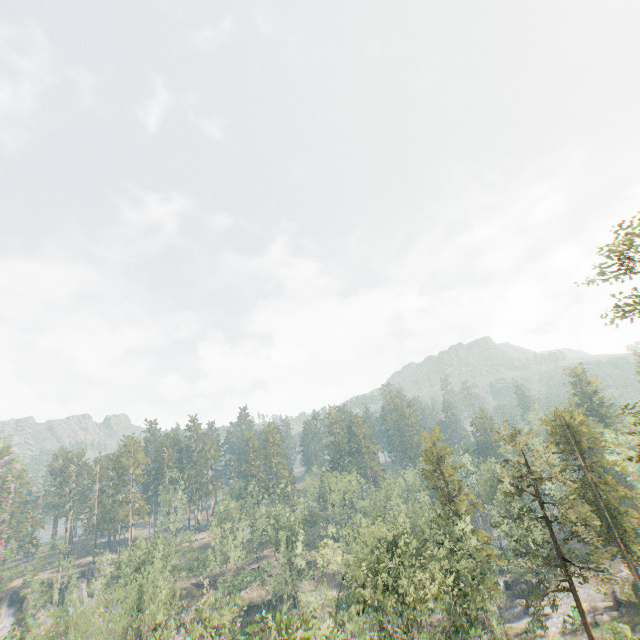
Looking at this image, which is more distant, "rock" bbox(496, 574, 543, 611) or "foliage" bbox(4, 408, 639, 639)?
"rock" bbox(496, 574, 543, 611)

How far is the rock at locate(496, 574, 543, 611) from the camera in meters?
53.3

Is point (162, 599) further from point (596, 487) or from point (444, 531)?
point (596, 487)

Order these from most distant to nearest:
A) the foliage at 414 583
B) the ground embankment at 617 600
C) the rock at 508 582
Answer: the rock at 508 582, the ground embankment at 617 600, the foliage at 414 583

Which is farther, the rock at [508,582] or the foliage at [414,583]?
the rock at [508,582]

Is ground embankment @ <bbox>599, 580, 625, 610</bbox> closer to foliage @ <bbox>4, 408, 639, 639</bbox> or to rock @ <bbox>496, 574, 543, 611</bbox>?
foliage @ <bbox>4, 408, 639, 639</bbox>

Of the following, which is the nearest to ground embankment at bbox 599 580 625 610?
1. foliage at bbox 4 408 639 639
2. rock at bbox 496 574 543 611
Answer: foliage at bbox 4 408 639 639
